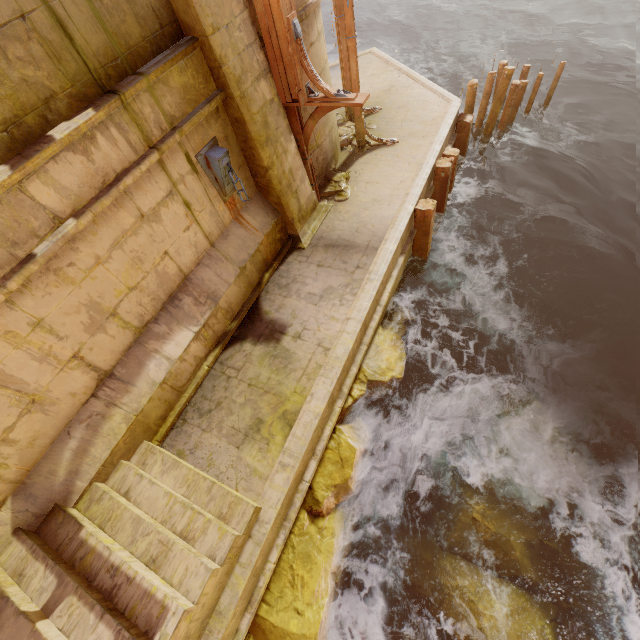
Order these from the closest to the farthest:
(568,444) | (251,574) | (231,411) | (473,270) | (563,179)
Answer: (251,574) → (231,411) → (568,444) → (473,270) → (563,179)

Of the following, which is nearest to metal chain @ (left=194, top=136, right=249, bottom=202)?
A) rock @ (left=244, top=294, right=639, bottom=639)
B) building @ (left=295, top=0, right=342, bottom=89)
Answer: building @ (left=295, top=0, right=342, bottom=89)

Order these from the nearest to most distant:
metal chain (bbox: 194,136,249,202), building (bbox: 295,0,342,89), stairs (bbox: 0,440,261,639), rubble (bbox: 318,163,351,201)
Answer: stairs (bbox: 0,440,261,639) → metal chain (bbox: 194,136,249,202) → building (bbox: 295,0,342,89) → rubble (bbox: 318,163,351,201)

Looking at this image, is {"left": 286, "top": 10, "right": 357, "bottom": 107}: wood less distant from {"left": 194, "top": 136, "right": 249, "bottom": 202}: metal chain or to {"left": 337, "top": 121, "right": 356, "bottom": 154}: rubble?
{"left": 194, "top": 136, "right": 249, "bottom": 202}: metal chain

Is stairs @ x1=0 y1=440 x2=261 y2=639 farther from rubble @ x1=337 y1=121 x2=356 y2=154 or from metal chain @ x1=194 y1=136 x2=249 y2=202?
rubble @ x1=337 y1=121 x2=356 y2=154

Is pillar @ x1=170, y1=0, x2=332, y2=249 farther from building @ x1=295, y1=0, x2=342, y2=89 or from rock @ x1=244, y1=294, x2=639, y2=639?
rock @ x1=244, y1=294, x2=639, y2=639

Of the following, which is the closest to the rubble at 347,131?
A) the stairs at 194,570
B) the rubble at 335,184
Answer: the rubble at 335,184

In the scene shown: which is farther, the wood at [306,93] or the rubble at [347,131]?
the rubble at [347,131]
